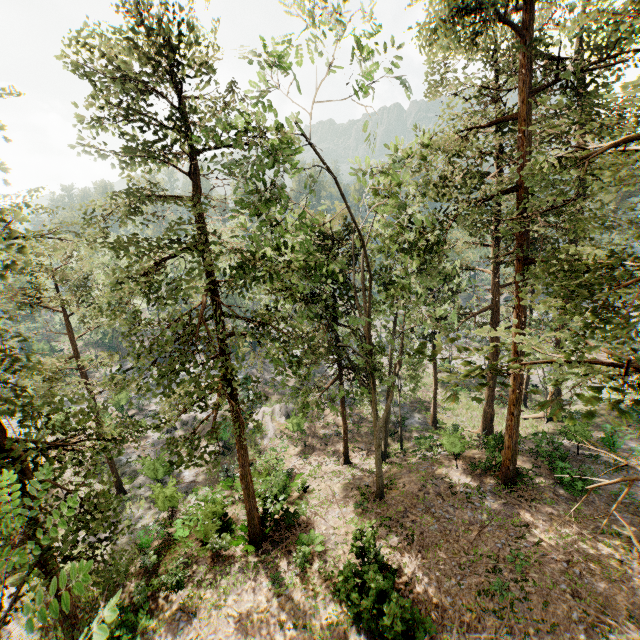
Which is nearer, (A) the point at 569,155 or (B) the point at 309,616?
(A) the point at 569,155
